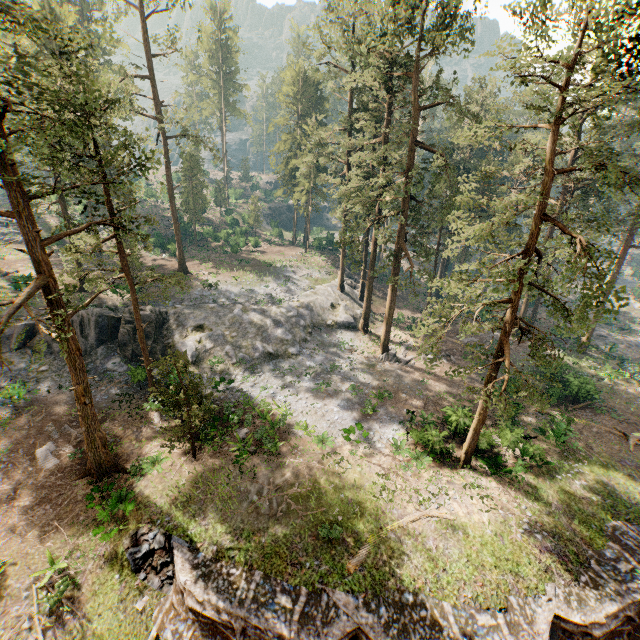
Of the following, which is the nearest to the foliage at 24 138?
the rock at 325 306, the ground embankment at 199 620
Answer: the rock at 325 306

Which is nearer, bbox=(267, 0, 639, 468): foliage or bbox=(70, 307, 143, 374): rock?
bbox=(267, 0, 639, 468): foliage

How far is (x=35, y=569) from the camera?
15.32m

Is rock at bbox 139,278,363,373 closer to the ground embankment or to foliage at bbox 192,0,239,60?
foliage at bbox 192,0,239,60

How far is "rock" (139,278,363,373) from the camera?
29.4m

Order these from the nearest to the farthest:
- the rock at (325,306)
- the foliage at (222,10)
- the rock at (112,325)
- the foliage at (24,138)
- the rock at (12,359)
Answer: the foliage at (24,138), the rock at (12,359), the rock at (112,325), the rock at (325,306), the foliage at (222,10)

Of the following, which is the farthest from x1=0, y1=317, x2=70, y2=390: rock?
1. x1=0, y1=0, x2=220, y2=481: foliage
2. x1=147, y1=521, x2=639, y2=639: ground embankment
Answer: x1=147, y1=521, x2=639, y2=639: ground embankment
